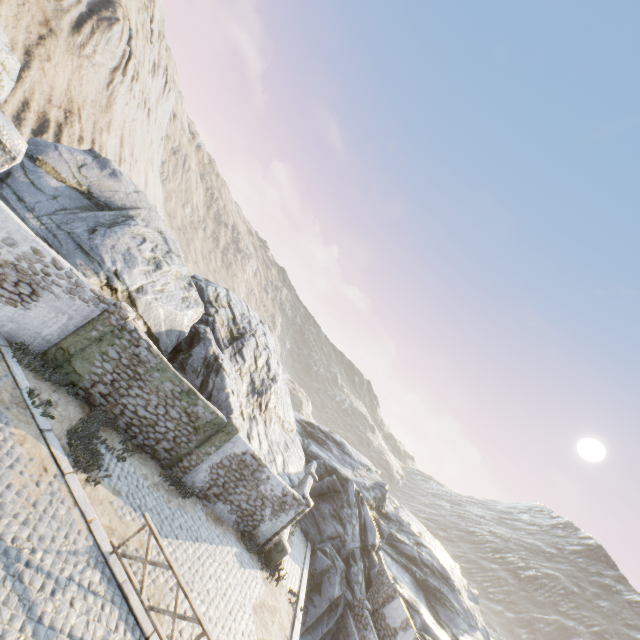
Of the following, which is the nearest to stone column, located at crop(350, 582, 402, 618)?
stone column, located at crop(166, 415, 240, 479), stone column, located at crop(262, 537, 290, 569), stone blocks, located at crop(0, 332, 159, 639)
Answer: stone blocks, located at crop(0, 332, 159, 639)

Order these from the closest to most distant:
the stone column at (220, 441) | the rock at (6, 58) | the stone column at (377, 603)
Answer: the rock at (6, 58) < the stone column at (220, 441) < the stone column at (377, 603)

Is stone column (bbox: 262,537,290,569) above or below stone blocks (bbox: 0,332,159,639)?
above

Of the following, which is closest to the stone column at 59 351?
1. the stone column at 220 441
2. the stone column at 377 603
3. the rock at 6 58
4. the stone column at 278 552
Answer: the rock at 6 58

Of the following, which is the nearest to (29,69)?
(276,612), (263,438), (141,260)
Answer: (141,260)

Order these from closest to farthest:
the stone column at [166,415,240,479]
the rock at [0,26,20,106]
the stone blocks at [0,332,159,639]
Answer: the stone blocks at [0,332,159,639] → the rock at [0,26,20,106] → the stone column at [166,415,240,479]

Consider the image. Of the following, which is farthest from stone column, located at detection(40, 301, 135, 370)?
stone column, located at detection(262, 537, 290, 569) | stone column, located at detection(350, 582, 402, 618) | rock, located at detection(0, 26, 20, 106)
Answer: stone column, located at detection(350, 582, 402, 618)

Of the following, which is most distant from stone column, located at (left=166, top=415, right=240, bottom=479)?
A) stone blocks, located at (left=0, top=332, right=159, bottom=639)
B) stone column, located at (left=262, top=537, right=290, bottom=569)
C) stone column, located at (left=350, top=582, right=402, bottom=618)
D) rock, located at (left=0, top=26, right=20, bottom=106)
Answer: stone column, located at (left=350, top=582, right=402, bottom=618)
